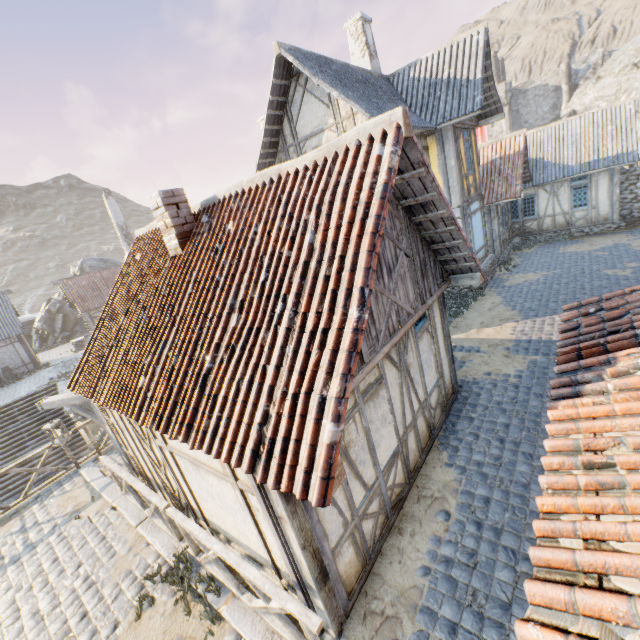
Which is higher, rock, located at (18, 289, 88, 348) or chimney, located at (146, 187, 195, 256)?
chimney, located at (146, 187, 195, 256)

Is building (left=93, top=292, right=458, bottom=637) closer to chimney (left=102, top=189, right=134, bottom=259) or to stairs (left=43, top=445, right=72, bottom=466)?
stairs (left=43, top=445, right=72, bottom=466)

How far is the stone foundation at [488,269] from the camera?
14.55m

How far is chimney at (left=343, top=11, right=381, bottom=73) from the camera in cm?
1348

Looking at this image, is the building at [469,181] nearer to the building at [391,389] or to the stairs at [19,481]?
Result: the building at [391,389]

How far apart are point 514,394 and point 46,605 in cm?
1034

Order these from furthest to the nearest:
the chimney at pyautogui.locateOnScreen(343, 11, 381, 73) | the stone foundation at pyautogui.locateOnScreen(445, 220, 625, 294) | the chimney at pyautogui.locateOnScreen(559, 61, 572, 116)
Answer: the chimney at pyautogui.locateOnScreen(559, 61, 572, 116), the stone foundation at pyautogui.locateOnScreen(445, 220, 625, 294), the chimney at pyautogui.locateOnScreen(343, 11, 381, 73)

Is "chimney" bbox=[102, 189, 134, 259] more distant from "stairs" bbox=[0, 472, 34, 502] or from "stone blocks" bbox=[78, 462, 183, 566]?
"stone blocks" bbox=[78, 462, 183, 566]
